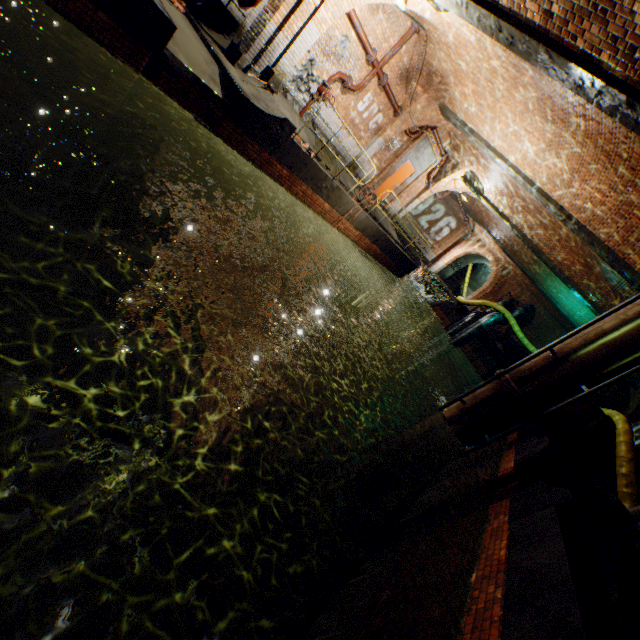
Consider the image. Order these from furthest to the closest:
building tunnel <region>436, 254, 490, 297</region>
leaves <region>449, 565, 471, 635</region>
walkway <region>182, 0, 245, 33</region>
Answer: building tunnel <region>436, 254, 490, 297</region>
walkway <region>182, 0, 245, 33</region>
leaves <region>449, 565, 471, 635</region>

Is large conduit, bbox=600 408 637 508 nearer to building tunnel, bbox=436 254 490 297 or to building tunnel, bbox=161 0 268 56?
building tunnel, bbox=436 254 490 297

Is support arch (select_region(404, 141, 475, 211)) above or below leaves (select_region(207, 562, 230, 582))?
above

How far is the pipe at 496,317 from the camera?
18.6m

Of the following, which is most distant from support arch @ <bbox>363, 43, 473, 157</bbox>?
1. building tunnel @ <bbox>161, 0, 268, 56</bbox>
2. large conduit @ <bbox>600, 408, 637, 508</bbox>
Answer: large conduit @ <bbox>600, 408, 637, 508</bbox>

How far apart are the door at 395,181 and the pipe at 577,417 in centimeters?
1012cm

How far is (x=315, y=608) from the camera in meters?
5.6 m

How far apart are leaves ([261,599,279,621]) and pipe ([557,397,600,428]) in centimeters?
1303cm
